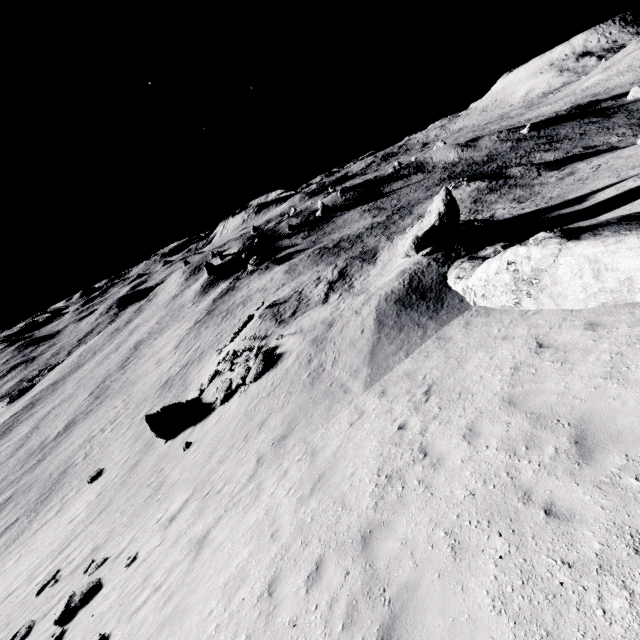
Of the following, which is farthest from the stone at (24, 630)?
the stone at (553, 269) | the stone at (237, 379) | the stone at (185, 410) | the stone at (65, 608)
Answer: the stone at (553, 269)

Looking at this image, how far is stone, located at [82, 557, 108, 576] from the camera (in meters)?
12.66

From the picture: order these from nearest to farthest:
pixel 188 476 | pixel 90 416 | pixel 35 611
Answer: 1. pixel 35 611
2. pixel 188 476
3. pixel 90 416

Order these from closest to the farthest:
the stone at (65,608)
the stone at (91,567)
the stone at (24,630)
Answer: the stone at (65,608) → the stone at (24,630) → the stone at (91,567)

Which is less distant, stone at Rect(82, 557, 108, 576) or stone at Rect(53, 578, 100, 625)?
stone at Rect(53, 578, 100, 625)

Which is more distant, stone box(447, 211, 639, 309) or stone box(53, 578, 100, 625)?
stone box(53, 578, 100, 625)

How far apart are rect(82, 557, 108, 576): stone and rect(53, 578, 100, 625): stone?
0.5m

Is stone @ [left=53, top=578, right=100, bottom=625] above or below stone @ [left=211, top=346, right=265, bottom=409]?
below
